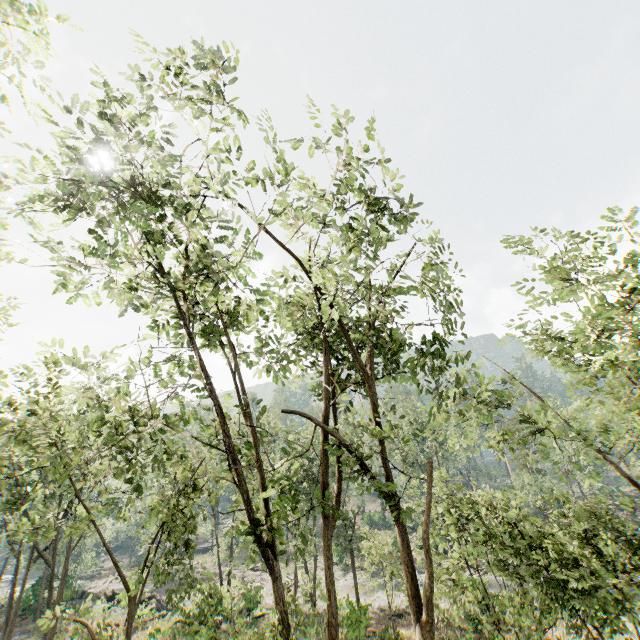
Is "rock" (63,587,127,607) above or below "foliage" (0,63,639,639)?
below

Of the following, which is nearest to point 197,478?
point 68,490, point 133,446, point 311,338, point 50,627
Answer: point 133,446

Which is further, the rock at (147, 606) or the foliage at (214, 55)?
the rock at (147, 606)

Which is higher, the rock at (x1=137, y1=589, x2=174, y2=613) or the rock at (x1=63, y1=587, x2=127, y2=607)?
the rock at (x1=63, y1=587, x2=127, y2=607)

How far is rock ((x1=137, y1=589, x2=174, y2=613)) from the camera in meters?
29.5

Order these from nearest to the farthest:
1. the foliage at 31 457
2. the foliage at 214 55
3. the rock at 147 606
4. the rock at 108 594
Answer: the foliage at 31 457 < the foliage at 214 55 < the rock at 108 594 < the rock at 147 606

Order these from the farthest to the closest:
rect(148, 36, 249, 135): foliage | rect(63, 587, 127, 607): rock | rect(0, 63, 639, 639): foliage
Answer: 1. rect(63, 587, 127, 607): rock
2. rect(148, 36, 249, 135): foliage
3. rect(0, 63, 639, 639): foliage

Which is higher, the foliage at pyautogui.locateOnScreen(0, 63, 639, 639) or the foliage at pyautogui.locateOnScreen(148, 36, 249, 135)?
the foliage at pyautogui.locateOnScreen(148, 36, 249, 135)
